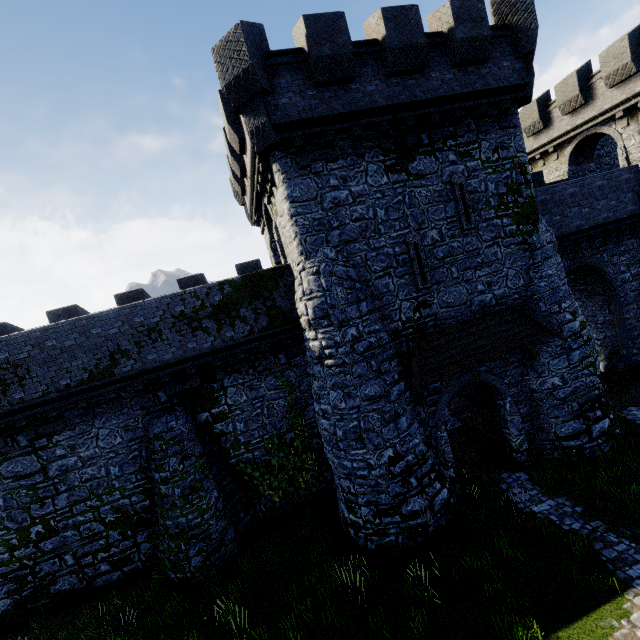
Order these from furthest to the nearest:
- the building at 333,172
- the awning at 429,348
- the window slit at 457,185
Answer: the window slit at 457,185
the awning at 429,348
the building at 333,172

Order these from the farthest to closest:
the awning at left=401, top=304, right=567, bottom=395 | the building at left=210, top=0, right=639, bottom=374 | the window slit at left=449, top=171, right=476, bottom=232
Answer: the window slit at left=449, top=171, right=476, bottom=232, the awning at left=401, top=304, right=567, bottom=395, the building at left=210, top=0, right=639, bottom=374

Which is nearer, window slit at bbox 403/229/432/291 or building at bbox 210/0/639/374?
building at bbox 210/0/639/374

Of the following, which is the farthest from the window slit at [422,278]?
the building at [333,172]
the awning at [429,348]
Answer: the awning at [429,348]

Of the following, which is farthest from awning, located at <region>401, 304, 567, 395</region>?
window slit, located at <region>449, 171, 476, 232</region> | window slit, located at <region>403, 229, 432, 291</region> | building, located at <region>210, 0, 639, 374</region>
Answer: window slit, located at <region>449, 171, 476, 232</region>

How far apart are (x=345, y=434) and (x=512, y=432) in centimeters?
726cm

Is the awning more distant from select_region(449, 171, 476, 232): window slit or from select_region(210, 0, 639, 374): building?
select_region(449, 171, 476, 232): window slit

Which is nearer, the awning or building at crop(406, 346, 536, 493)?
the awning
